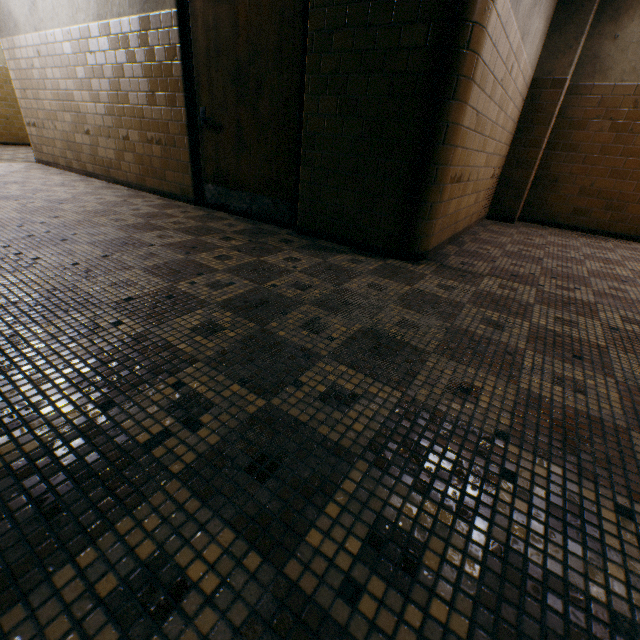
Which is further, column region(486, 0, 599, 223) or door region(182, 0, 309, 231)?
column region(486, 0, 599, 223)

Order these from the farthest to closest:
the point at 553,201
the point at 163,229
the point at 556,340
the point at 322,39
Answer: the point at 553,201 < the point at 163,229 < the point at 322,39 < the point at 556,340

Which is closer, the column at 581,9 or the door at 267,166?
the door at 267,166
